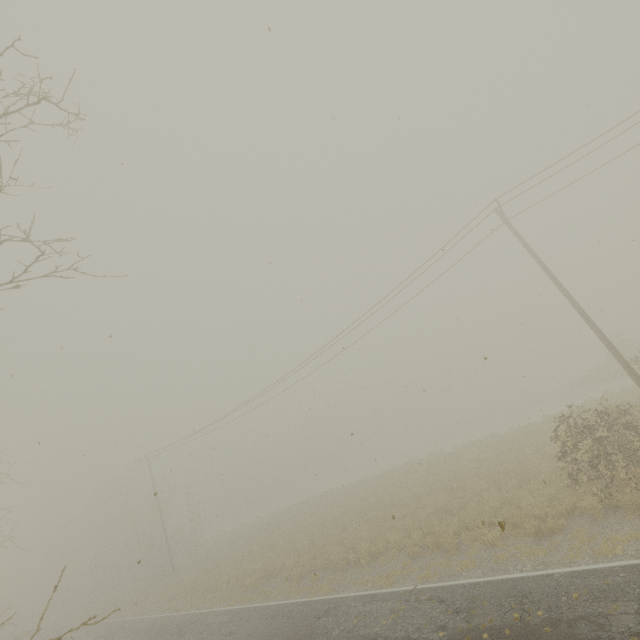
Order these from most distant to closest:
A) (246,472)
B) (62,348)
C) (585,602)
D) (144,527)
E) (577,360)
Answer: (577,360)
(144,527)
(246,472)
(62,348)
(585,602)
